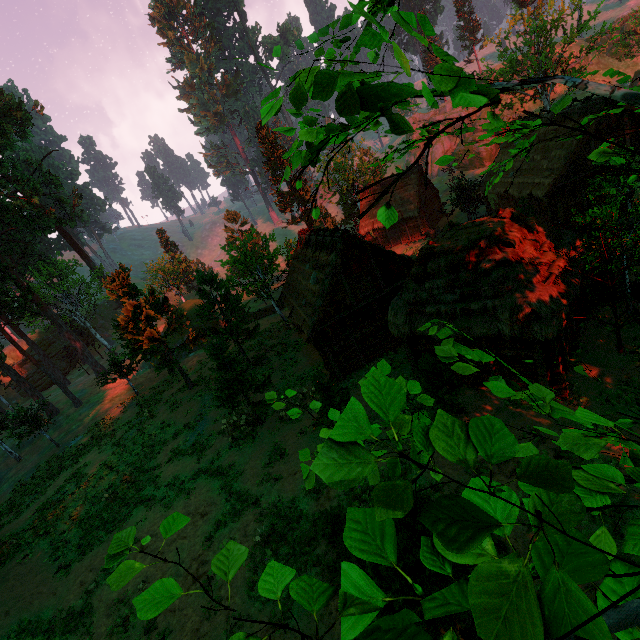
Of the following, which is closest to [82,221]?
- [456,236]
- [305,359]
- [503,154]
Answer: [305,359]

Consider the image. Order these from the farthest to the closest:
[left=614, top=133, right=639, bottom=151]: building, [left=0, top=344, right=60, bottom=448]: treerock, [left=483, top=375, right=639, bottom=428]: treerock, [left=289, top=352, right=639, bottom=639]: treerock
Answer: [left=0, top=344, right=60, bottom=448]: treerock, [left=614, top=133, right=639, bottom=151]: building, [left=483, top=375, right=639, bottom=428]: treerock, [left=289, top=352, right=639, bottom=639]: treerock

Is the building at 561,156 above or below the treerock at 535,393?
below

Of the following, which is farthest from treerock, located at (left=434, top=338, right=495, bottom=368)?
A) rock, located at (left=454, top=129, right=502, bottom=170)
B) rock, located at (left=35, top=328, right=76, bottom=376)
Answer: rock, located at (left=454, top=129, right=502, bottom=170)

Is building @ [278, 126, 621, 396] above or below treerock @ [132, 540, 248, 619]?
below

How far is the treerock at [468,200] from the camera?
33.2m

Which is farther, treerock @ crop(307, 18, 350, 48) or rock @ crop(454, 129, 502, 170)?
rock @ crop(454, 129, 502, 170)

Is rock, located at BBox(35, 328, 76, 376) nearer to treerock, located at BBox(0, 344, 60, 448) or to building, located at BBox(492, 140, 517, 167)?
treerock, located at BBox(0, 344, 60, 448)
